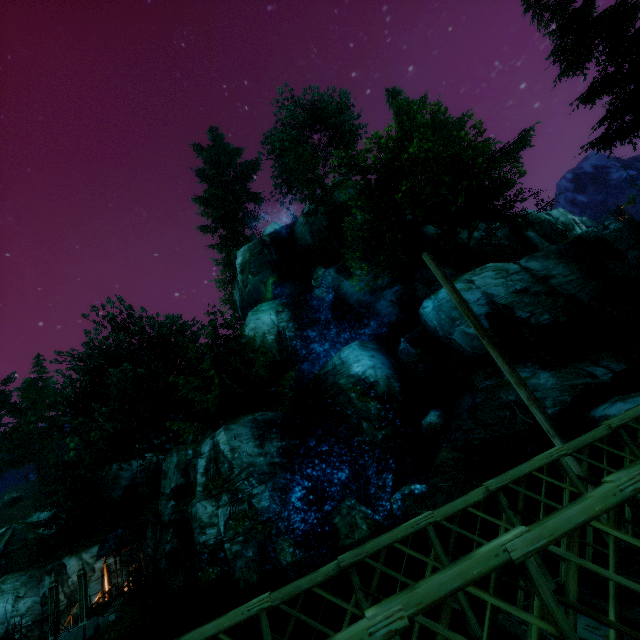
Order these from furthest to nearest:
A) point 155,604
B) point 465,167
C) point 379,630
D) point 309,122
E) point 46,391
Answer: point 309,122 < point 46,391 < point 465,167 < point 155,604 < point 379,630

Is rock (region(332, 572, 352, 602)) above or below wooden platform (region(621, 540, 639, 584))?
below

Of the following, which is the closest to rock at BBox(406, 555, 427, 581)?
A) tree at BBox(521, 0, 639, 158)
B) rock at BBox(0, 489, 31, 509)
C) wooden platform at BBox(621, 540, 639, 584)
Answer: wooden platform at BBox(621, 540, 639, 584)

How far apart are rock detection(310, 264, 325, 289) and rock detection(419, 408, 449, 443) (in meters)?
15.14

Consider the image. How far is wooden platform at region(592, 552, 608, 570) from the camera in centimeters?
300cm

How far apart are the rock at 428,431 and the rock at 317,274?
15.1 meters

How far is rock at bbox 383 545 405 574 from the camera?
11.4 meters

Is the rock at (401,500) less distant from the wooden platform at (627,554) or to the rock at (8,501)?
the wooden platform at (627,554)
